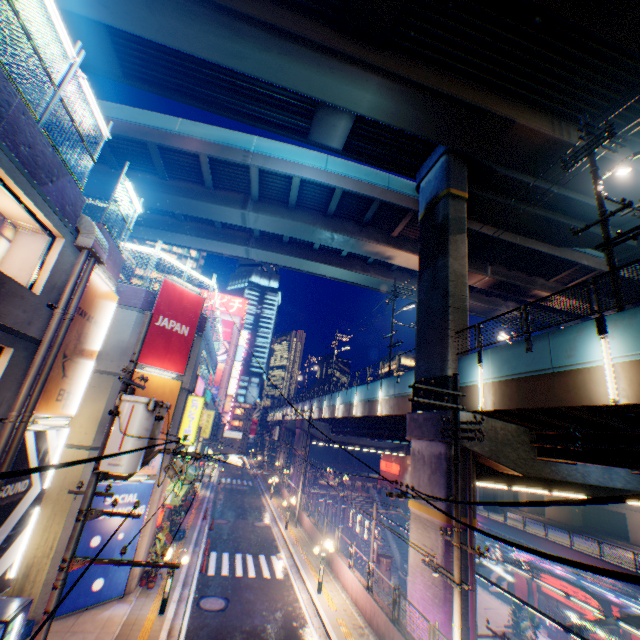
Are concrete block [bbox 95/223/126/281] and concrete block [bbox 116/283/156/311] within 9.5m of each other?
yes

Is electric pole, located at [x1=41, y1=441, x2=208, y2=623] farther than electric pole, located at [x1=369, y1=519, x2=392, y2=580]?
No

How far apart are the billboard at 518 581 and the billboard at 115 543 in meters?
35.5 m

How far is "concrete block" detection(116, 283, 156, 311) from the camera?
14.9 meters

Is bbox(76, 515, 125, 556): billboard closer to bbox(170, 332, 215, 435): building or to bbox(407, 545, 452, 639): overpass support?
bbox(170, 332, 215, 435): building

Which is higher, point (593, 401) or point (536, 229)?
point (536, 229)

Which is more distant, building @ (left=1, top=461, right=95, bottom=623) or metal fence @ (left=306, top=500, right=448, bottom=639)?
building @ (left=1, top=461, right=95, bottom=623)

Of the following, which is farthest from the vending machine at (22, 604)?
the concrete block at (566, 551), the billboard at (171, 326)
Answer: the concrete block at (566, 551)
